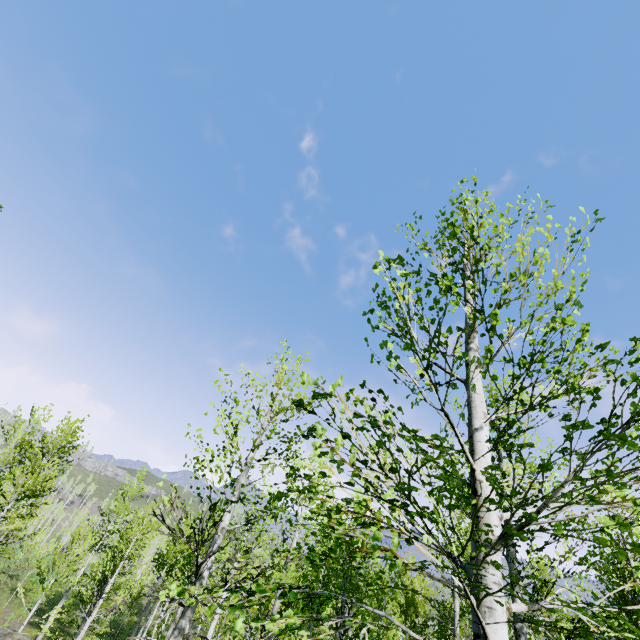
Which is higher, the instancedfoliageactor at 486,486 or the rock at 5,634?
the instancedfoliageactor at 486,486

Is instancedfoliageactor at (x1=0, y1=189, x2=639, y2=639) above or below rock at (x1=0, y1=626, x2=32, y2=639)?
above

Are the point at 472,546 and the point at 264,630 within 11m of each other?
yes

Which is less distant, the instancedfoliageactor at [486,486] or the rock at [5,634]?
the instancedfoliageactor at [486,486]

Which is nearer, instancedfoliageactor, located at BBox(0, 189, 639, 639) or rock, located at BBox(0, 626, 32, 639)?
instancedfoliageactor, located at BBox(0, 189, 639, 639)
